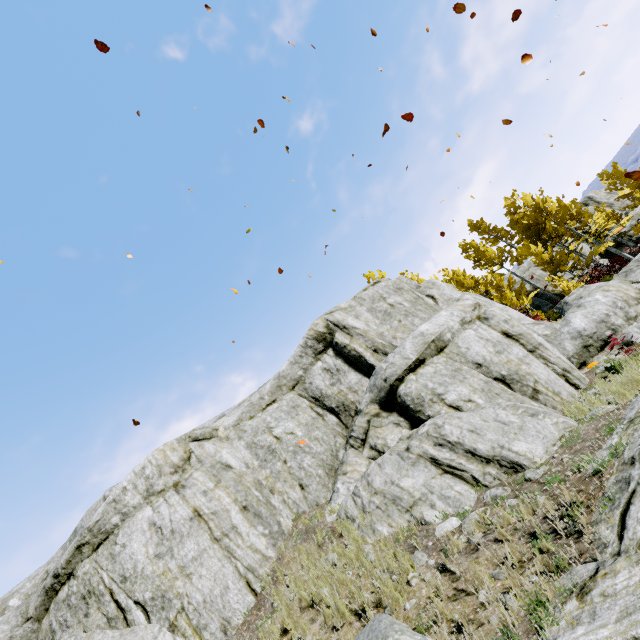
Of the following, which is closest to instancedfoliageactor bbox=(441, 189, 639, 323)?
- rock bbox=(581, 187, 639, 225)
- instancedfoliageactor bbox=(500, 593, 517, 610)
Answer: rock bbox=(581, 187, 639, 225)

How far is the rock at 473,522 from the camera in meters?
5.4

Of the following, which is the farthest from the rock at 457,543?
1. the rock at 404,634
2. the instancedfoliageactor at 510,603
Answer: the rock at 404,634

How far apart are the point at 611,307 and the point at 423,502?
10.9m

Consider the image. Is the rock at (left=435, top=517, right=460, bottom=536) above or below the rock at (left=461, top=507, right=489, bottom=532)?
Answer: above

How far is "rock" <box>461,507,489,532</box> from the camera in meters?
5.4

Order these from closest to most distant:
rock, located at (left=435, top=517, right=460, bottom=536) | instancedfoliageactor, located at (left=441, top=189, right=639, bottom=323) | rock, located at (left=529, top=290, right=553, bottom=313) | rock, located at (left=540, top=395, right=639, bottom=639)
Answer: rock, located at (left=540, top=395, right=639, bottom=639) → rock, located at (left=435, top=517, right=460, bottom=536) → instancedfoliageactor, located at (left=441, top=189, right=639, bottom=323) → rock, located at (left=529, top=290, right=553, bottom=313)
